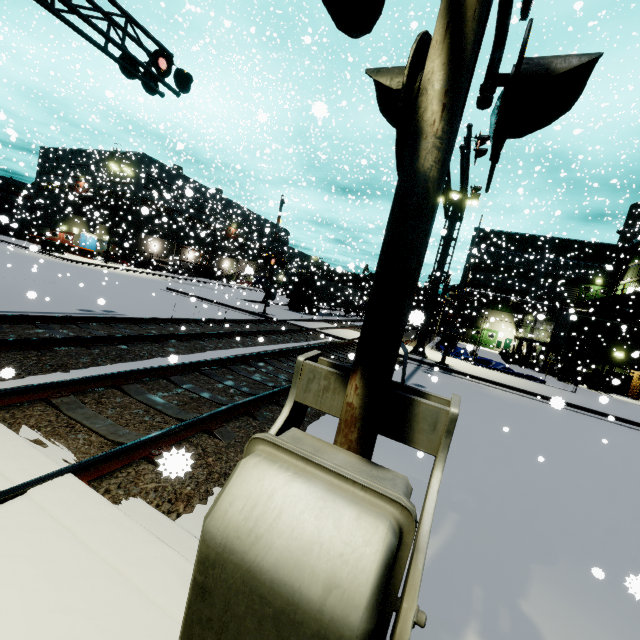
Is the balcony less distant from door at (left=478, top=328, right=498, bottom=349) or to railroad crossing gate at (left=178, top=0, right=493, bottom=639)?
door at (left=478, top=328, right=498, bottom=349)

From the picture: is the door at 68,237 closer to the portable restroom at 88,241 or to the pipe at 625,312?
the portable restroom at 88,241

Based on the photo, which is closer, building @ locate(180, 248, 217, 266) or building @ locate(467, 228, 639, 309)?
building @ locate(467, 228, 639, 309)

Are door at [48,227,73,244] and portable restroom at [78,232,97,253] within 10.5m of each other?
yes

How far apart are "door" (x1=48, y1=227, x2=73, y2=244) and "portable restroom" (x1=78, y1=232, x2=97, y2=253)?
0.8 meters

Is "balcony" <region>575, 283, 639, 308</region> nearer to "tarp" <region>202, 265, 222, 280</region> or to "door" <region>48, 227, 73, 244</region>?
"tarp" <region>202, 265, 222, 280</region>

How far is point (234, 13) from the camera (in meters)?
19.38

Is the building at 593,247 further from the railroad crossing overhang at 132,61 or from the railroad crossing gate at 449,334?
the railroad crossing gate at 449,334
